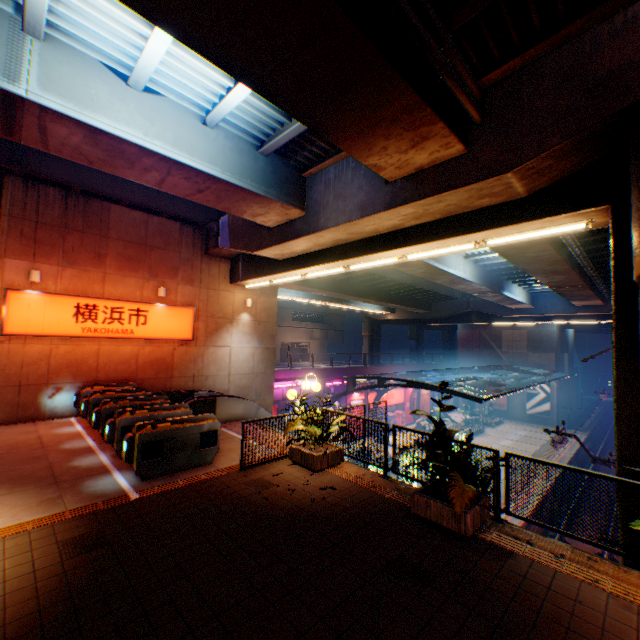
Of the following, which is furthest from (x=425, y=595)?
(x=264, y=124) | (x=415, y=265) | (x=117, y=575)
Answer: (x=415, y=265)

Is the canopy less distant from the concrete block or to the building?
the concrete block

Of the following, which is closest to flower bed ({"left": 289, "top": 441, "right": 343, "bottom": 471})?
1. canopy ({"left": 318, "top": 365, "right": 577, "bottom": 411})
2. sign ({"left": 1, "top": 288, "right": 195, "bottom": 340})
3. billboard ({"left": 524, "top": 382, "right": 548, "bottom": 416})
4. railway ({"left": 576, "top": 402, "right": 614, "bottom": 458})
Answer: railway ({"left": 576, "top": 402, "right": 614, "bottom": 458})

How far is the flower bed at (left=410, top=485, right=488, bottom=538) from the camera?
5.40m

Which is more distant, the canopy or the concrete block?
the concrete block

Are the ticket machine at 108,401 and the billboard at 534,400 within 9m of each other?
no

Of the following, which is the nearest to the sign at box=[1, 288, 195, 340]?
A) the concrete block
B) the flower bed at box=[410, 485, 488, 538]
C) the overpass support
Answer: the overpass support

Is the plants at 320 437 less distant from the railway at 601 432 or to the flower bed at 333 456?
the flower bed at 333 456
